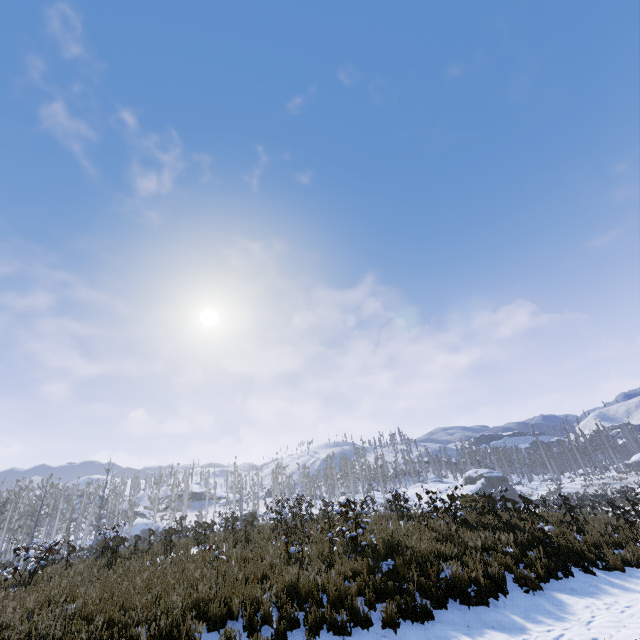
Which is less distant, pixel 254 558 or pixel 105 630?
pixel 105 630
